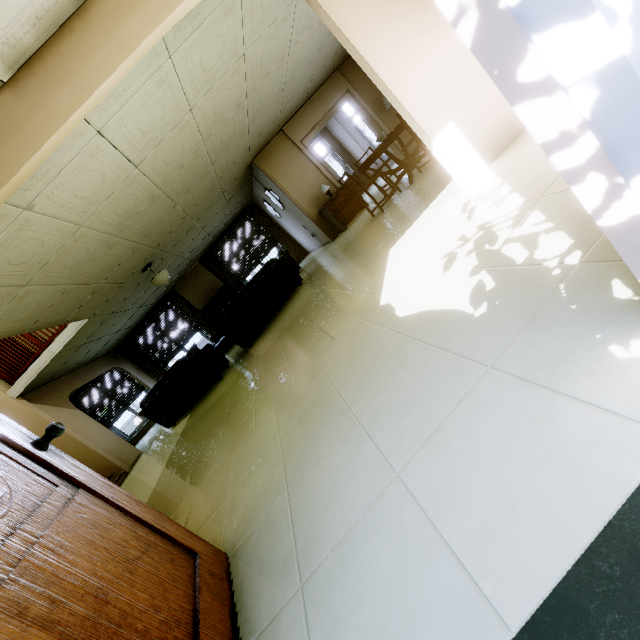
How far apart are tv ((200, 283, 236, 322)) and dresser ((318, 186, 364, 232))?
4.8 meters

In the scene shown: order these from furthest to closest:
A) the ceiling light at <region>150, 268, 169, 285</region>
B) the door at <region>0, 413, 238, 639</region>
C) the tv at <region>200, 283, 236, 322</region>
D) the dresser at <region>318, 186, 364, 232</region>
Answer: the tv at <region>200, 283, 236, 322</region> < the dresser at <region>318, 186, 364, 232</region> < the ceiling light at <region>150, 268, 169, 285</region> < the door at <region>0, 413, 238, 639</region>

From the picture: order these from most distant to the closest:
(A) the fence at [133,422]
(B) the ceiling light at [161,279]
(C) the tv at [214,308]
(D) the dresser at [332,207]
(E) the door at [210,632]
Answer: (A) the fence at [133,422], (C) the tv at [214,308], (D) the dresser at [332,207], (B) the ceiling light at [161,279], (E) the door at [210,632]

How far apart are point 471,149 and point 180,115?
3.4m

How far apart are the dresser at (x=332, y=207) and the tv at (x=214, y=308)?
4.8 meters

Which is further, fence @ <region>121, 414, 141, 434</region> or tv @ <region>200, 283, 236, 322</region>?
fence @ <region>121, 414, 141, 434</region>

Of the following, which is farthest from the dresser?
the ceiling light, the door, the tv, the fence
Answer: the fence

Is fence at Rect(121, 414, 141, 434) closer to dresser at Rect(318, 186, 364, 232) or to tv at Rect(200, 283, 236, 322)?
tv at Rect(200, 283, 236, 322)
